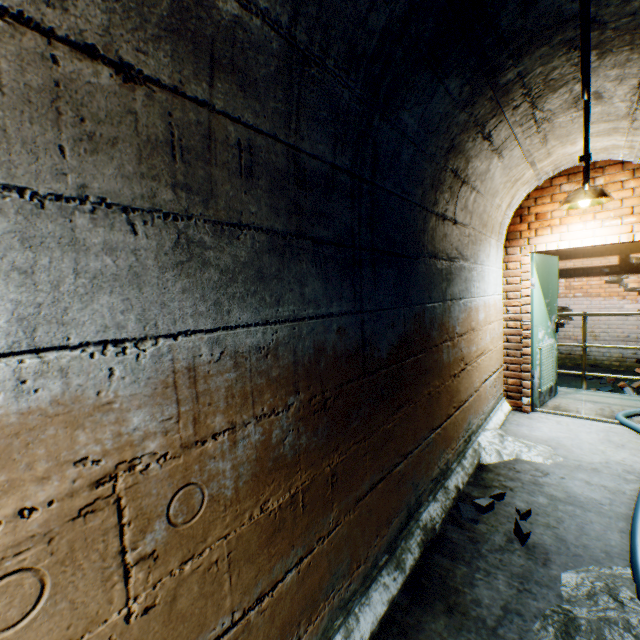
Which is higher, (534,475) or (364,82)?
(364,82)

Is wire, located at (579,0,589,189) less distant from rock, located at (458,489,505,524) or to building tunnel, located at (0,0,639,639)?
building tunnel, located at (0,0,639,639)

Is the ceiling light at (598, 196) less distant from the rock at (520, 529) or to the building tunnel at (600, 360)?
the building tunnel at (600, 360)

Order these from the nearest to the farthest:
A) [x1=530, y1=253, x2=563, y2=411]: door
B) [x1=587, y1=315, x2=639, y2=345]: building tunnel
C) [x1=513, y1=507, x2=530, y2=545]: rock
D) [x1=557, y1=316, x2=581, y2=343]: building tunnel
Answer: [x1=513, y1=507, x2=530, y2=545]: rock
[x1=530, y1=253, x2=563, y2=411]: door
[x1=587, y1=315, x2=639, y2=345]: building tunnel
[x1=557, y1=316, x2=581, y2=343]: building tunnel

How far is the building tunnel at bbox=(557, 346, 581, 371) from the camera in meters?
7.7 m

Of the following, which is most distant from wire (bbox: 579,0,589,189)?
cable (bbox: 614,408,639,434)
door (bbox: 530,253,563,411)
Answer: cable (bbox: 614,408,639,434)

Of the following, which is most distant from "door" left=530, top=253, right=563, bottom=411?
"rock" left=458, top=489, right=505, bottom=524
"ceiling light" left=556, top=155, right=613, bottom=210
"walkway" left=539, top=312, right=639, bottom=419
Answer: "rock" left=458, top=489, right=505, bottom=524

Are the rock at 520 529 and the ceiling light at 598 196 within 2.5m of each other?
no
